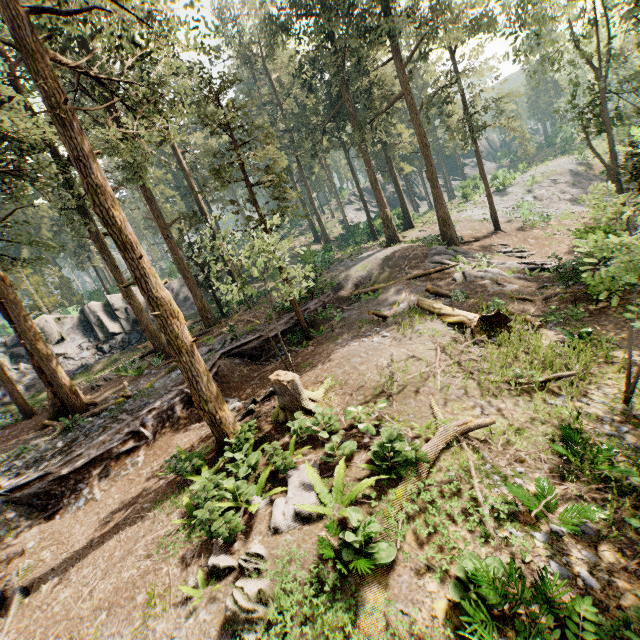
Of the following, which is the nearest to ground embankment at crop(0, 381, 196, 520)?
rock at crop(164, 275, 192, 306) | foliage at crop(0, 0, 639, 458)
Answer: foliage at crop(0, 0, 639, 458)

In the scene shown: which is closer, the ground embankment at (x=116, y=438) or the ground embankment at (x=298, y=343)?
the ground embankment at (x=116, y=438)

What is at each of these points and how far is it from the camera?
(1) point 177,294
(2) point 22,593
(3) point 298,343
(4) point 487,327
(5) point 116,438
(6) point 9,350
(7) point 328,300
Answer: (1) rock, 35.19m
(2) foliage, 7.98m
(3) ground embankment, 19.11m
(4) tree trunk, 13.66m
(5) ground embankment, 12.63m
(6) rock, 27.75m
(7) ground embankment, 22.14m

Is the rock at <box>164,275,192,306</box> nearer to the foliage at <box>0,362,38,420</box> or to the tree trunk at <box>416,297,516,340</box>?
the foliage at <box>0,362,38,420</box>

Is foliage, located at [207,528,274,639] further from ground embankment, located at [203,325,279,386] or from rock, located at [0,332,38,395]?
rock, located at [0,332,38,395]

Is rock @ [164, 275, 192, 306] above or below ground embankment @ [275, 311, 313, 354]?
above

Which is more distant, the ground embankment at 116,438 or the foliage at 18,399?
the foliage at 18,399
